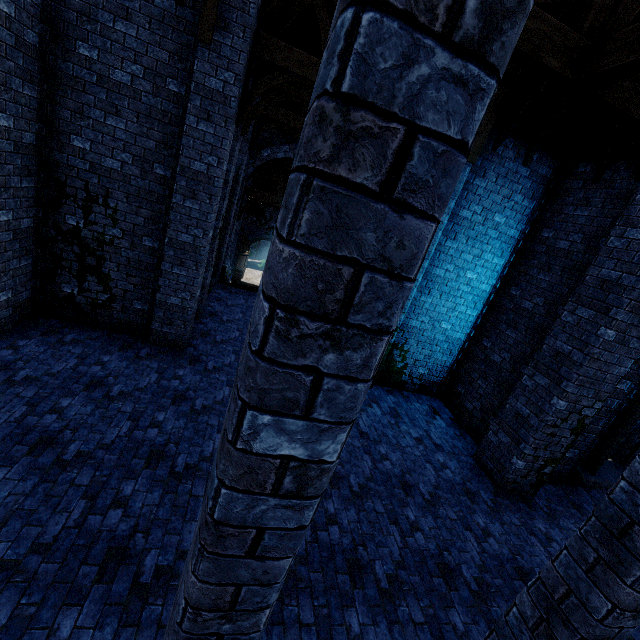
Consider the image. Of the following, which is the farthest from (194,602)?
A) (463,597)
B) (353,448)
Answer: (353,448)

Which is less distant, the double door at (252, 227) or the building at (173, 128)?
the building at (173, 128)

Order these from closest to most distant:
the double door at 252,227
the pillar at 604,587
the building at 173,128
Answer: the pillar at 604,587
the building at 173,128
the double door at 252,227

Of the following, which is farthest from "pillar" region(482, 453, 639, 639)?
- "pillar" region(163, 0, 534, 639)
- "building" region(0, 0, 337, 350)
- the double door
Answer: the double door

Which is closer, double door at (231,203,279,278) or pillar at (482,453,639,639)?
pillar at (482,453,639,639)

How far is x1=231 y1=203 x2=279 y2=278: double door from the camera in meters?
24.0 m

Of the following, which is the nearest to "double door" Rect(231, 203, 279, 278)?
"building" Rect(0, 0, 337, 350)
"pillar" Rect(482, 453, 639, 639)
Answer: "building" Rect(0, 0, 337, 350)

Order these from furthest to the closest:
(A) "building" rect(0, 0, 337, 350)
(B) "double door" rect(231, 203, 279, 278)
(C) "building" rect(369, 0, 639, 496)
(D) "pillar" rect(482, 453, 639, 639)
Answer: (B) "double door" rect(231, 203, 279, 278) → (A) "building" rect(0, 0, 337, 350) → (C) "building" rect(369, 0, 639, 496) → (D) "pillar" rect(482, 453, 639, 639)
